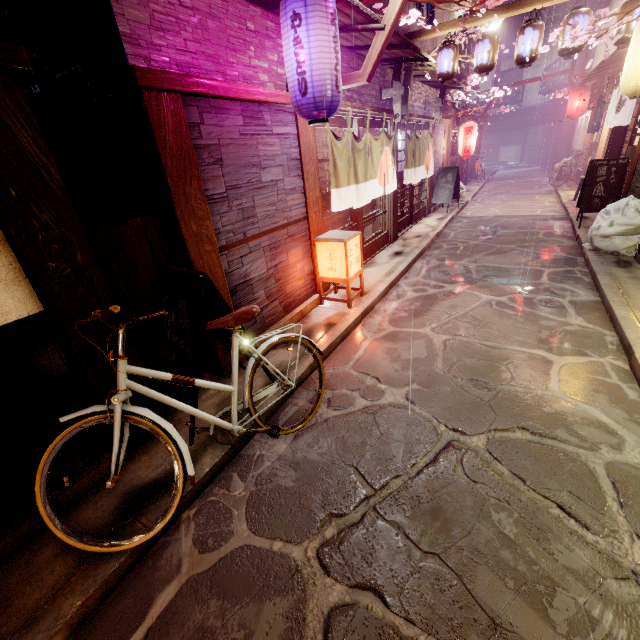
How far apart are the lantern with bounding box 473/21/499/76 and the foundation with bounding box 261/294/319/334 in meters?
11.7

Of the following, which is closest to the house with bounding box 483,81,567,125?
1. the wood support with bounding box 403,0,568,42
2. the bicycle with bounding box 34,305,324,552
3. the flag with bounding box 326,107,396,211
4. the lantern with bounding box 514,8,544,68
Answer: the lantern with bounding box 514,8,544,68

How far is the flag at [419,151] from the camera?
14.9 meters

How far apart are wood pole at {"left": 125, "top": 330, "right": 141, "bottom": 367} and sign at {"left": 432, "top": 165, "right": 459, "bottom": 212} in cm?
2050

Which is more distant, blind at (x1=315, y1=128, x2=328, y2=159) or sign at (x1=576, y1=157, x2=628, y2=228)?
sign at (x1=576, y1=157, x2=628, y2=228)

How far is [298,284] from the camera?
9.1 meters

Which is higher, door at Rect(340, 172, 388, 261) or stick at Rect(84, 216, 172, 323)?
stick at Rect(84, 216, 172, 323)

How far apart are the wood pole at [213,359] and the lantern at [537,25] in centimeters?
1362cm
